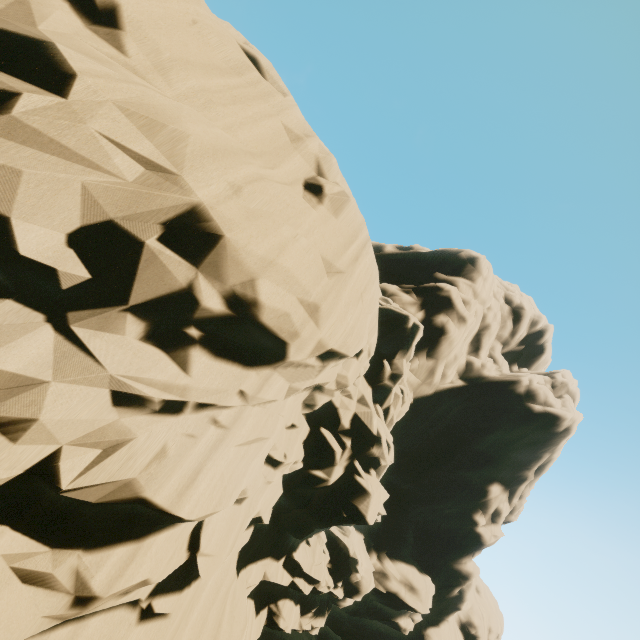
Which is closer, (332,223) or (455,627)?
(332,223)
